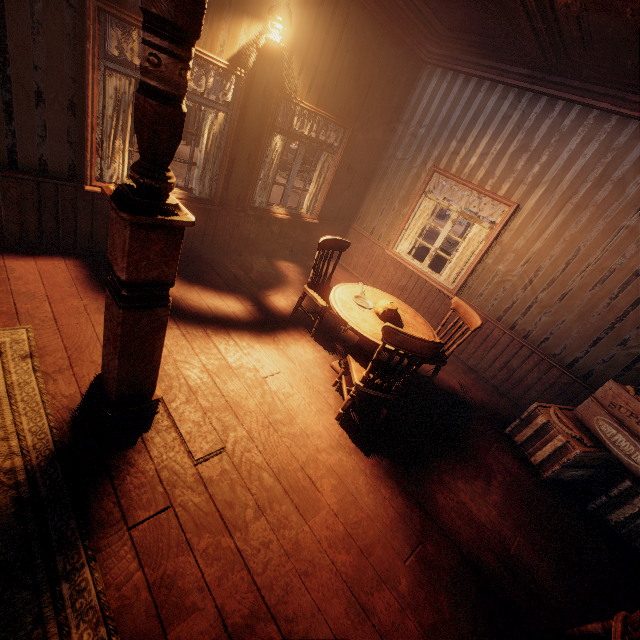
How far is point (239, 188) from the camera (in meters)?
4.69

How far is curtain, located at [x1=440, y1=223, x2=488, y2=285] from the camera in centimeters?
509cm

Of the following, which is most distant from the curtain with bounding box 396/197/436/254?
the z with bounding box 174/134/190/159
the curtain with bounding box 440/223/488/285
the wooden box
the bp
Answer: the bp

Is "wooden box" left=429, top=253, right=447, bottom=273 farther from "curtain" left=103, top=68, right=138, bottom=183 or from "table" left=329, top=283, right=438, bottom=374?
"table" left=329, top=283, right=438, bottom=374

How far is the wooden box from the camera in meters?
7.0

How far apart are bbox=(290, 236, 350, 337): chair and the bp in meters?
2.2

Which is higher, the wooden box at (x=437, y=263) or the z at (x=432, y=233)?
the wooden box at (x=437, y=263)

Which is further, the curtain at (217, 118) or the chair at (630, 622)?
the curtain at (217, 118)
